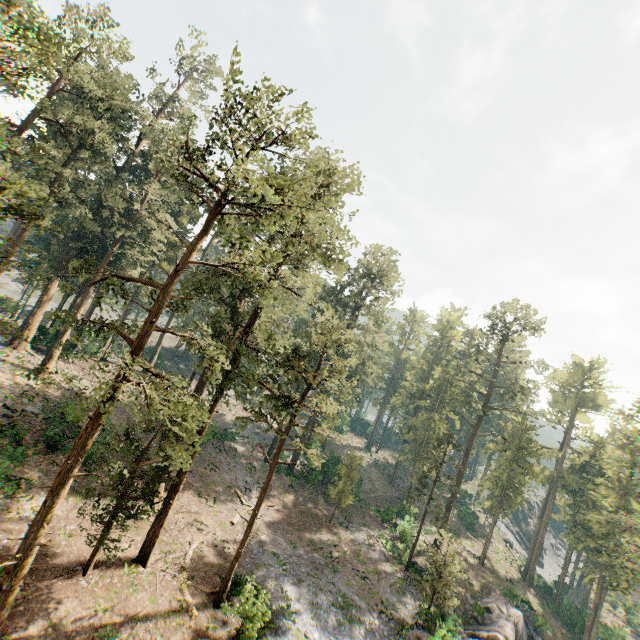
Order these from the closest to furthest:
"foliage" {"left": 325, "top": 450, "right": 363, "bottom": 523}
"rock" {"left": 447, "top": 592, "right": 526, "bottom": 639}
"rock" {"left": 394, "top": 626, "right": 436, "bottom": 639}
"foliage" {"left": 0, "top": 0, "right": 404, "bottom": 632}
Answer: "foliage" {"left": 0, "top": 0, "right": 404, "bottom": 632}
"rock" {"left": 394, "top": 626, "right": 436, "bottom": 639}
"rock" {"left": 447, "top": 592, "right": 526, "bottom": 639}
"foliage" {"left": 325, "top": 450, "right": 363, "bottom": 523}

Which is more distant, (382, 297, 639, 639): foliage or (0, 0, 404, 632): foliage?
(382, 297, 639, 639): foliage

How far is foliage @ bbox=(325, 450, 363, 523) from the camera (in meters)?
34.22

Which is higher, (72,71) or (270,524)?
(72,71)

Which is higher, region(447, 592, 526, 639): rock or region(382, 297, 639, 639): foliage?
region(382, 297, 639, 639): foliage

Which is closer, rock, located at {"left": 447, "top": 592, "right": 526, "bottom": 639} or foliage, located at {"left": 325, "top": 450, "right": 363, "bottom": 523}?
rock, located at {"left": 447, "top": 592, "right": 526, "bottom": 639}

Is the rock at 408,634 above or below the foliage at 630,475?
below
